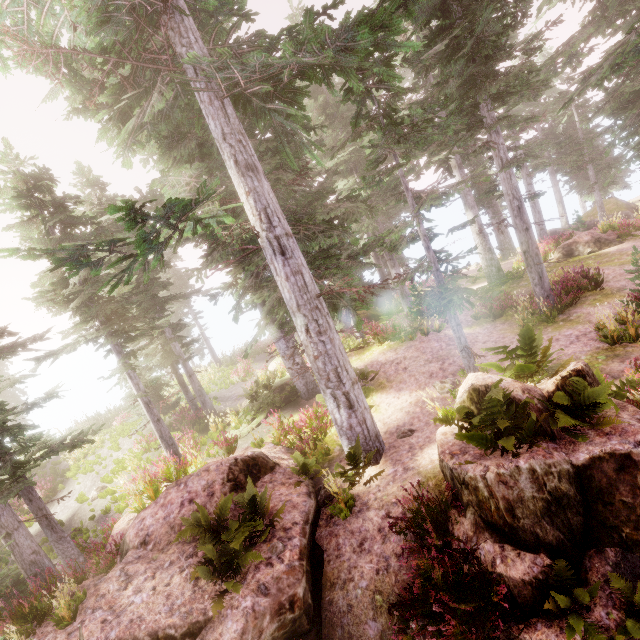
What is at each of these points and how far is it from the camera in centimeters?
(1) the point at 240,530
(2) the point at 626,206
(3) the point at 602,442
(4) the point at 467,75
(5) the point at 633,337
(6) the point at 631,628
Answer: (1) instancedfoliageactor, 609cm
(2) rock, 2756cm
(3) rock, 489cm
(4) instancedfoliageactor, 1076cm
(5) instancedfoliageactor, 862cm
(6) instancedfoliageactor, 421cm

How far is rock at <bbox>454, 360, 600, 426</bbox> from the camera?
5.5m

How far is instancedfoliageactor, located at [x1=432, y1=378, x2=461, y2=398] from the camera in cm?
916

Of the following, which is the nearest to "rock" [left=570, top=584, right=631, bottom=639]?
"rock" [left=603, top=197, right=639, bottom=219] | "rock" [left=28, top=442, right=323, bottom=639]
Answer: "rock" [left=28, top=442, right=323, bottom=639]

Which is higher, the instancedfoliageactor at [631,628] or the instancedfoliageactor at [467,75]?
the instancedfoliageactor at [467,75]

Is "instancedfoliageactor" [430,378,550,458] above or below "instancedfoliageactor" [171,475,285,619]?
above

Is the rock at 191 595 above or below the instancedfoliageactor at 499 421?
below

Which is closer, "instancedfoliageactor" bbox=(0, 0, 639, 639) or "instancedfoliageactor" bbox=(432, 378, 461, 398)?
"instancedfoliageactor" bbox=(0, 0, 639, 639)
